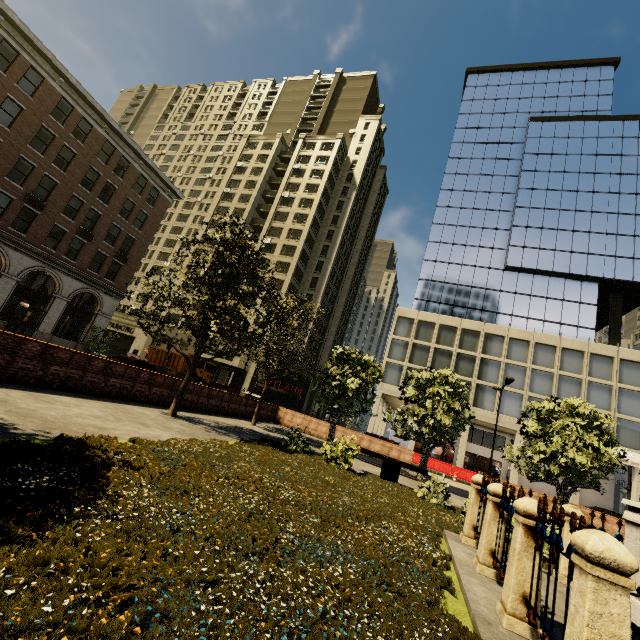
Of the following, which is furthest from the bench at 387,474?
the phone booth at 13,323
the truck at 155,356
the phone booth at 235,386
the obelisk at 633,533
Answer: the phone booth at 13,323

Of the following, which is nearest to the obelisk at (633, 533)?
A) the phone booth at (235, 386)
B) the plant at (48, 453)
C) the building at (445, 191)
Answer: the plant at (48, 453)

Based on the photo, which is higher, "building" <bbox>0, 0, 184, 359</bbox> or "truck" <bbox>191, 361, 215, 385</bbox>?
"building" <bbox>0, 0, 184, 359</bbox>

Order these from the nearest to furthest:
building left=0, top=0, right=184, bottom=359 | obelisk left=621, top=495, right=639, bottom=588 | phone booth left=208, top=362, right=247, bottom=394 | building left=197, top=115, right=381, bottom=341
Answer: obelisk left=621, top=495, right=639, bottom=588 < phone booth left=208, top=362, right=247, bottom=394 < building left=0, top=0, right=184, bottom=359 < building left=197, top=115, right=381, bottom=341

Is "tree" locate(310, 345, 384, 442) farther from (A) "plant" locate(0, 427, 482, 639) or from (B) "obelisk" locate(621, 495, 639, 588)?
(B) "obelisk" locate(621, 495, 639, 588)

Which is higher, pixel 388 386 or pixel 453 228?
pixel 453 228

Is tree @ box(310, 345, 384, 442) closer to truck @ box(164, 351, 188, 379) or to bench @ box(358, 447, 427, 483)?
bench @ box(358, 447, 427, 483)

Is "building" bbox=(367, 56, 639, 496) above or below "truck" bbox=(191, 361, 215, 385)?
above
